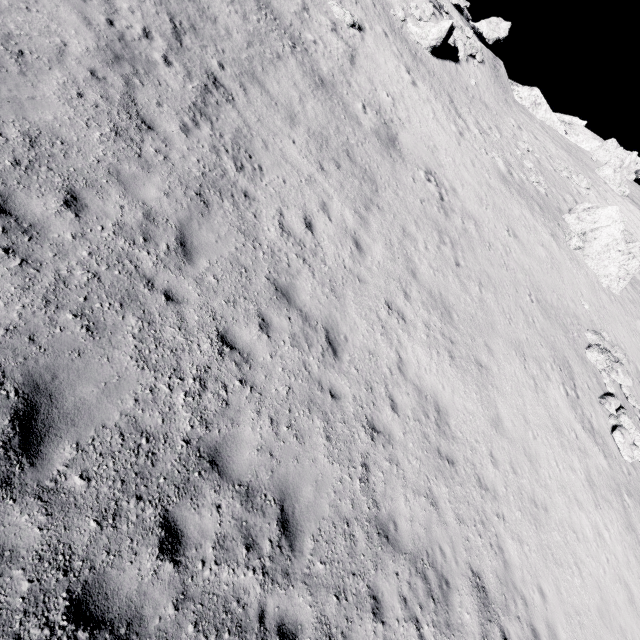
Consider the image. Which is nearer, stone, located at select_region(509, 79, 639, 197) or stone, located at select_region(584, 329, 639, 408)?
stone, located at select_region(584, 329, 639, 408)

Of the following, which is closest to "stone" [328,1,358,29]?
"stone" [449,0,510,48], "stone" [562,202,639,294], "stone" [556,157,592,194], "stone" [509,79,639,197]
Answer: "stone" [562,202,639,294]

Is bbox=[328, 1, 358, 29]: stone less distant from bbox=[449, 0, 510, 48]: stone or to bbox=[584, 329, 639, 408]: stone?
bbox=[584, 329, 639, 408]: stone

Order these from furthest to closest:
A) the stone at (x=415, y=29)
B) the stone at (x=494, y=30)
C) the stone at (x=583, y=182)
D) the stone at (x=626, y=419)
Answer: the stone at (x=494, y=30), the stone at (x=583, y=182), the stone at (x=415, y=29), the stone at (x=626, y=419)

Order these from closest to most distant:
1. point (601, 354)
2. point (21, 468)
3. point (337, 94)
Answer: point (21, 468) < point (337, 94) < point (601, 354)

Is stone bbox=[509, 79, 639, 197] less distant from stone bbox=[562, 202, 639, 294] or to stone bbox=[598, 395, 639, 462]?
stone bbox=[562, 202, 639, 294]

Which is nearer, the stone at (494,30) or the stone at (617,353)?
the stone at (617,353)

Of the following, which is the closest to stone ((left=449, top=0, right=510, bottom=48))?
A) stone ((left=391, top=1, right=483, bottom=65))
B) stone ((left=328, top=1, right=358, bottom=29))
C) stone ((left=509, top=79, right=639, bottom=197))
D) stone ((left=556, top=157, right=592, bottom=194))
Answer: stone ((left=509, top=79, right=639, bottom=197))
